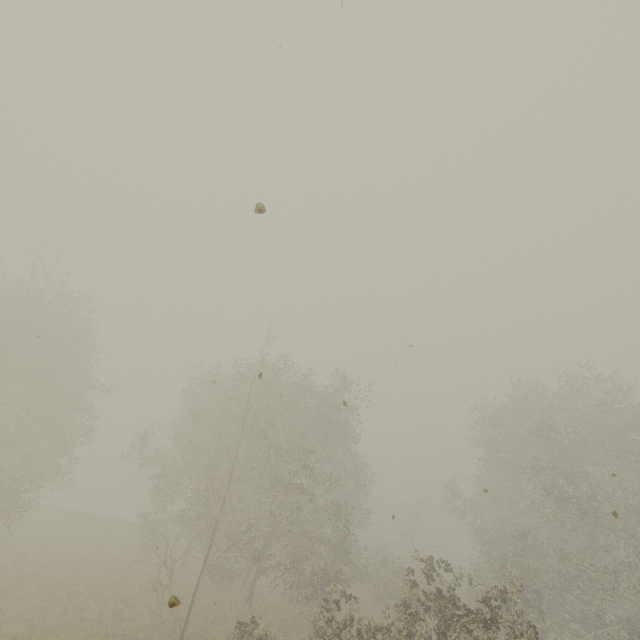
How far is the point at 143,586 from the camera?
18.9m
